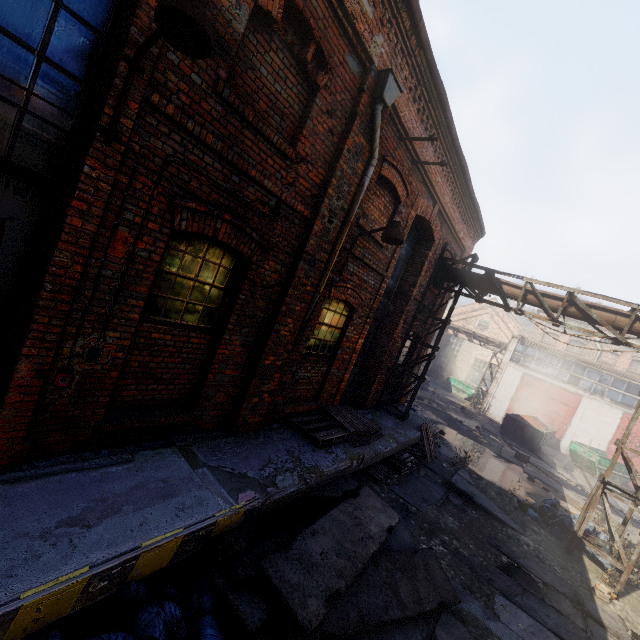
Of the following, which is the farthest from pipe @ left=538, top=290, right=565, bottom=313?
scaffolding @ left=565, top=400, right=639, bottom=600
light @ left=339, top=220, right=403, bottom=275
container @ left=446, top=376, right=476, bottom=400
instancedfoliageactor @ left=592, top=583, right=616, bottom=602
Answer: container @ left=446, top=376, right=476, bottom=400

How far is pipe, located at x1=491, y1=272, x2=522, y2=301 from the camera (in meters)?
9.43

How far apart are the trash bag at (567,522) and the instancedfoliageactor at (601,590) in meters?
1.1 m

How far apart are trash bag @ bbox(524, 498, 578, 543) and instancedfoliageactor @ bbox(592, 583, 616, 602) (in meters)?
1.07

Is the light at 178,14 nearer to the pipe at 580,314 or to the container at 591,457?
the pipe at 580,314

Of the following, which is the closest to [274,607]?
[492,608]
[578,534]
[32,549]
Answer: [32,549]

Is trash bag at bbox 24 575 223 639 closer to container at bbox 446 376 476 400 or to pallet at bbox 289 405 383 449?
pallet at bbox 289 405 383 449

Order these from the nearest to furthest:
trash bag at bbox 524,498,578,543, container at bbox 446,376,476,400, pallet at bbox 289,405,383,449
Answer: pallet at bbox 289,405,383,449 → trash bag at bbox 524,498,578,543 → container at bbox 446,376,476,400
